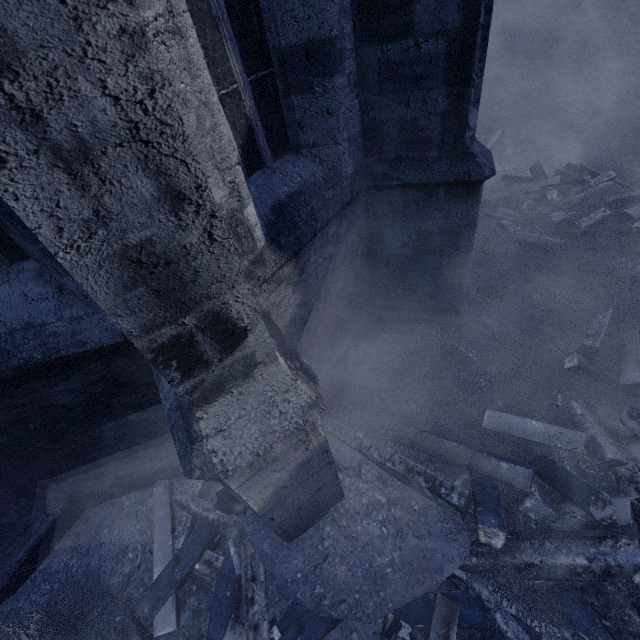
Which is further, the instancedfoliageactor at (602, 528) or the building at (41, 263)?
the instancedfoliageactor at (602, 528)

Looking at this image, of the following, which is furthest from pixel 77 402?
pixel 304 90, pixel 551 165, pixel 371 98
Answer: pixel 551 165

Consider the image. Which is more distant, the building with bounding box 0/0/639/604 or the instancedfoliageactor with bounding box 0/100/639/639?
the instancedfoliageactor with bounding box 0/100/639/639
